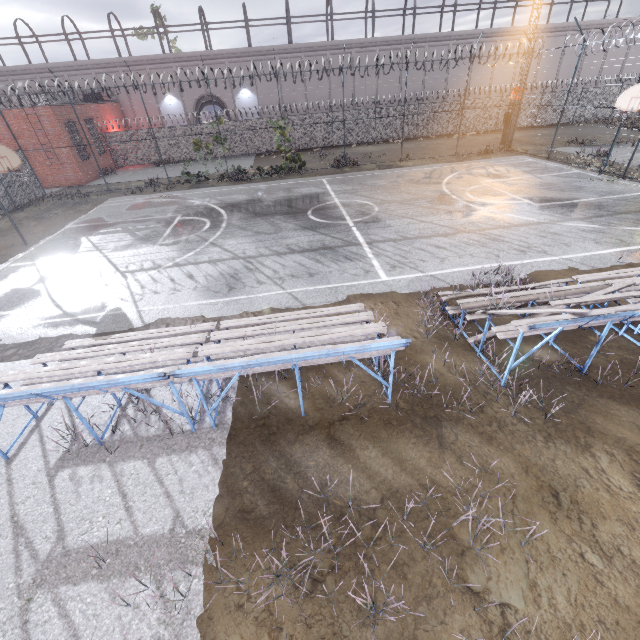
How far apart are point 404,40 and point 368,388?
39.3m

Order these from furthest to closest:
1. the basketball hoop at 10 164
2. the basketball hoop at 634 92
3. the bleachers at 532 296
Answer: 1. the basketball hoop at 634 92
2. the basketball hoop at 10 164
3. the bleachers at 532 296

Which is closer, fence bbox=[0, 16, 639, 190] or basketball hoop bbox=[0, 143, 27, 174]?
basketball hoop bbox=[0, 143, 27, 174]

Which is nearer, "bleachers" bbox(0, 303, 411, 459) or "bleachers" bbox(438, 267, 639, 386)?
"bleachers" bbox(0, 303, 411, 459)

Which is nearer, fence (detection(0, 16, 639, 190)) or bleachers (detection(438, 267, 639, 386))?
bleachers (detection(438, 267, 639, 386))

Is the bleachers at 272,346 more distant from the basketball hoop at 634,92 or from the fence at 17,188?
the basketball hoop at 634,92

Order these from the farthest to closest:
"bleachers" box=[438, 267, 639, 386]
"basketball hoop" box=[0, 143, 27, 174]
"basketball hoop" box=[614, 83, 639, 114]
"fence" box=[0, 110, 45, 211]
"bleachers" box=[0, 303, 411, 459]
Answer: "fence" box=[0, 110, 45, 211], "basketball hoop" box=[614, 83, 639, 114], "basketball hoop" box=[0, 143, 27, 174], "bleachers" box=[438, 267, 639, 386], "bleachers" box=[0, 303, 411, 459]

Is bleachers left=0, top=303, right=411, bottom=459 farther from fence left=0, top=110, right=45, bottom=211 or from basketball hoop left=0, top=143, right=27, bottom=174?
basketball hoop left=0, top=143, right=27, bottom=174
